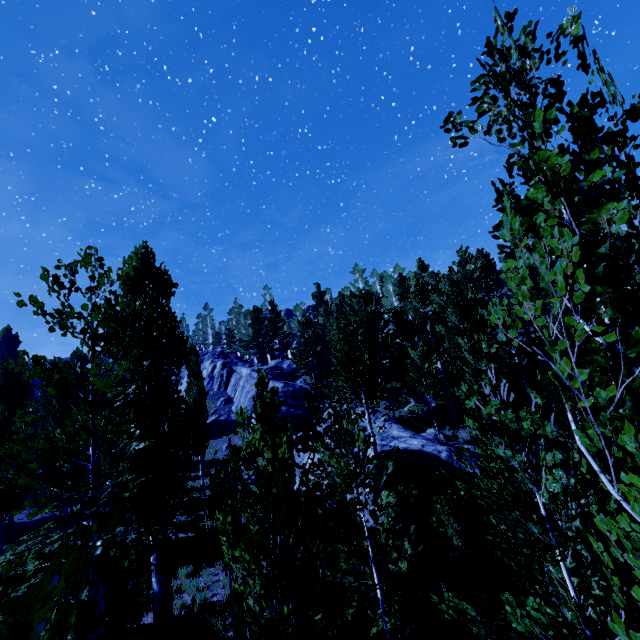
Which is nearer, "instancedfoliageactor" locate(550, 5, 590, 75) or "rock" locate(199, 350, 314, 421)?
"instancedfoliageactor" locate(550, 5, 590, 75)

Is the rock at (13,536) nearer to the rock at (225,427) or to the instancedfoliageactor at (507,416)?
the instancedfoliageactor at (507,416)

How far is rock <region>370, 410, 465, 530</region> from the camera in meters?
13.2

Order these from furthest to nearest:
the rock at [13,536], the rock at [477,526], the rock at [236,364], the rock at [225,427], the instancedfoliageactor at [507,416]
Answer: the rock at [225,427] → the rock at [236,364] → the rock at [13,536] → the rock at [477,526] → the instancedfoliageactor at [507,416]

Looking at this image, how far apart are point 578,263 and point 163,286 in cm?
1457

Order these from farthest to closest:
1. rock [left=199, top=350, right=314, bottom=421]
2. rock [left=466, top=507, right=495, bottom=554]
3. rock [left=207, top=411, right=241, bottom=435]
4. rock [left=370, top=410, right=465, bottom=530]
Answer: rock [left=207, top=411, right=241, bottom=435], rock [left=199, top=350, right=314, bottom=421], rock [left=370, top=410, right=465, bottom=530], rock [left=466, top=507, right=495, bottom=554]

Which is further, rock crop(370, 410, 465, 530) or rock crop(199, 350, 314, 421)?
rock crop(199, 350, 314, 421)
